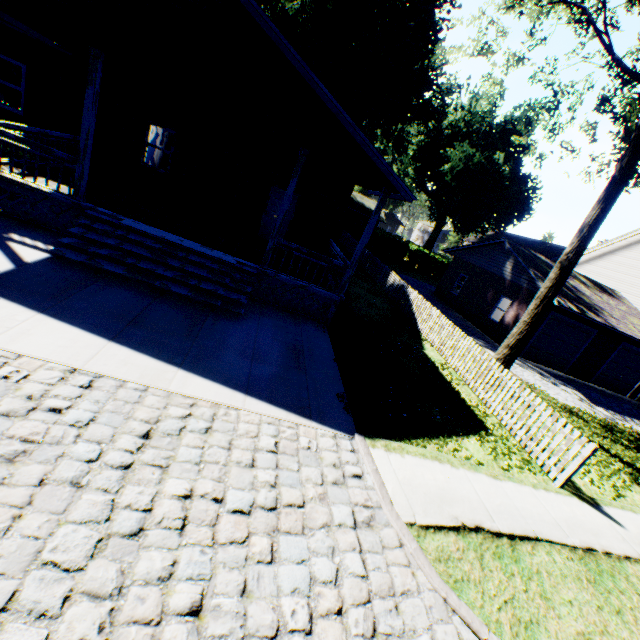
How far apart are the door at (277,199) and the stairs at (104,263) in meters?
5.7 m

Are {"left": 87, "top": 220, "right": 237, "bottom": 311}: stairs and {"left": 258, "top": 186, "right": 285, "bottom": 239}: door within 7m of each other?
yes

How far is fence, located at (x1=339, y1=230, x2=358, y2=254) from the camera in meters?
28.4 m

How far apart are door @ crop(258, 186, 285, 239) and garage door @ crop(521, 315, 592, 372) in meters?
14.4

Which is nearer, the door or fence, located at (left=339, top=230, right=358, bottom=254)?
the door

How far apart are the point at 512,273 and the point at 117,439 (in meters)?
21.60

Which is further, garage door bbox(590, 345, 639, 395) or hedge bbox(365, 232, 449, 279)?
hedge bbox(365, 232, 449, 279)

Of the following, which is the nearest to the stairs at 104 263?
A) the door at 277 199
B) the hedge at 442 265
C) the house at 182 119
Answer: A: the house at 182 119
